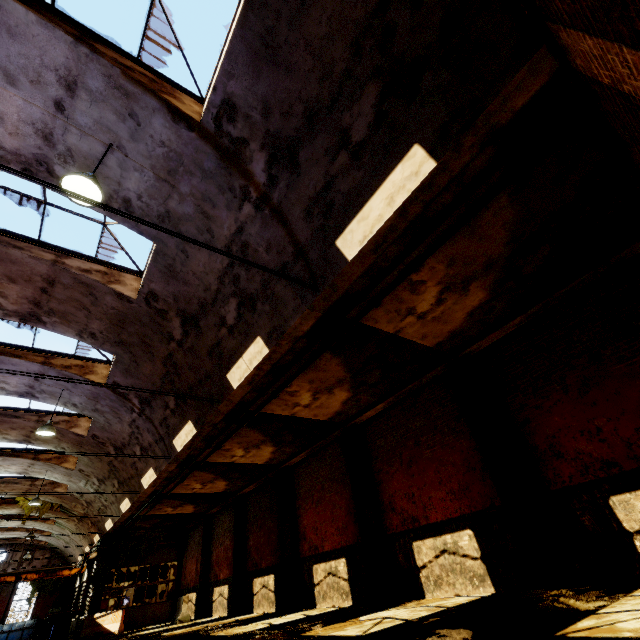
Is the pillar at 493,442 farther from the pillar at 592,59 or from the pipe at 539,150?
the pillar at 592,59

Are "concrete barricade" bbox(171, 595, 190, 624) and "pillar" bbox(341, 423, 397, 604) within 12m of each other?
no

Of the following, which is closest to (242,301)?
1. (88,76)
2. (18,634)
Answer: (88,76)

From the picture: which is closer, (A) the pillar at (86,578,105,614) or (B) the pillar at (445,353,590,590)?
(B) the pillar at (445,353,590,590)

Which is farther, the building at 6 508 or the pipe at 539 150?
the building at 6 508

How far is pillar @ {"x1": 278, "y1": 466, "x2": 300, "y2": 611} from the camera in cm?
1199

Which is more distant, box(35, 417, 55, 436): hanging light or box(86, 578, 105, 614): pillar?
box(86, 578, 105, 614): pillar

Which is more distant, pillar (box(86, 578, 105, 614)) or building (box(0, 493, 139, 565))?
pillar (box(86, 578, 105, 614))
